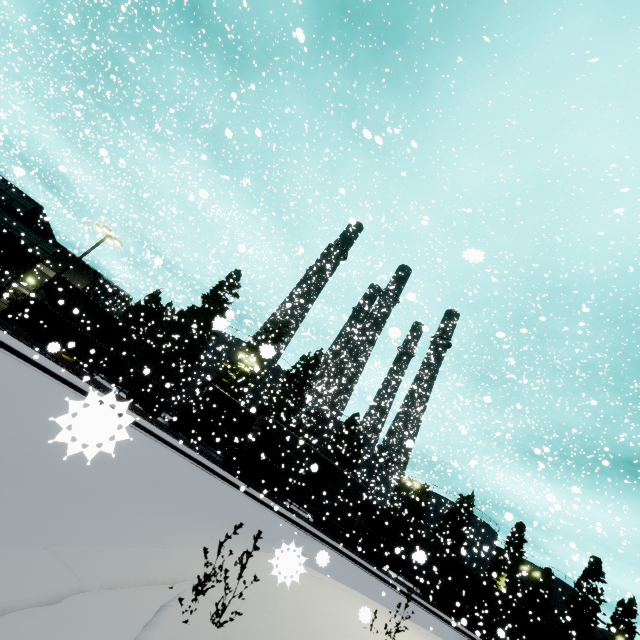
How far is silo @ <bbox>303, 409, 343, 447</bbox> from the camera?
44.7 meters

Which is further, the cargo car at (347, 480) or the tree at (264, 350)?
the cargo car at (347, 480)

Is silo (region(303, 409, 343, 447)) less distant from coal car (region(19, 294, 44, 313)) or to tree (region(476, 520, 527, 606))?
tree (region(476, 520, 527, 606))

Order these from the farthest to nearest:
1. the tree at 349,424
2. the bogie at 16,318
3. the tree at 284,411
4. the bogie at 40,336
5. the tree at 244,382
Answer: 1. the tree at 349,424
2. the tree at 284,411
3. the tree at 244,382
4. the bogie at 40,336
5. the bogie at 16,318

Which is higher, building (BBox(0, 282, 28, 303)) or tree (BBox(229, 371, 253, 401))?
tree (BBox(229, 371, 253, 401))

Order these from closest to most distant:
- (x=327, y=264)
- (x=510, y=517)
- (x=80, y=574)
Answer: (x=80, y=574) < (x=510, y=517) < (x=327, y=264)

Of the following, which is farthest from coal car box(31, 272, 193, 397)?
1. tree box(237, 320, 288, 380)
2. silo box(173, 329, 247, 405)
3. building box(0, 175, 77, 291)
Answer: silo box(173, 329, 247, 405)

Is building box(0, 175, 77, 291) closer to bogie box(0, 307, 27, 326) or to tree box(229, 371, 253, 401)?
tree box(229, 371, 253, 401)
